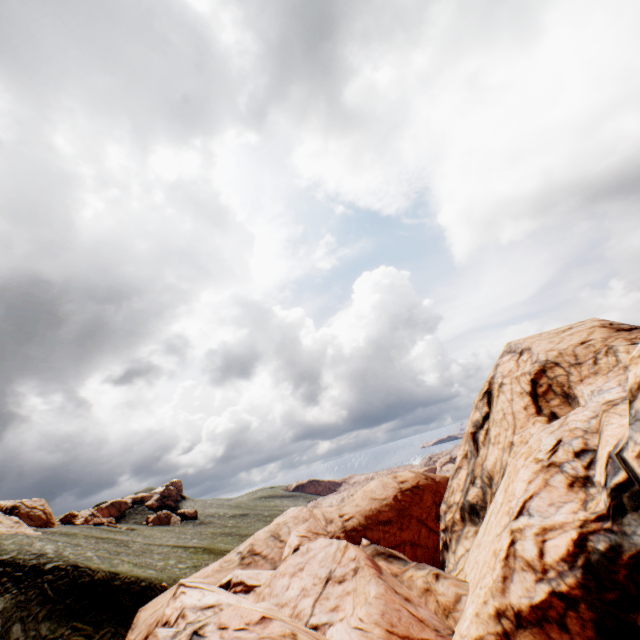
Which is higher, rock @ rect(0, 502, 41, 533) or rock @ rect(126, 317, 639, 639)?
rock @ rect(0, 502, 41, 533)

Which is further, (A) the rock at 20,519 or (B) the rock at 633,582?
(A) the rock at 20,519

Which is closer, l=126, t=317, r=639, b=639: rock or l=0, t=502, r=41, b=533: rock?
l=126, t=317, r=639, b=639: rock

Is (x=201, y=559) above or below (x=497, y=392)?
below

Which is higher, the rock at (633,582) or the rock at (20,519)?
the rock at (20,519)
